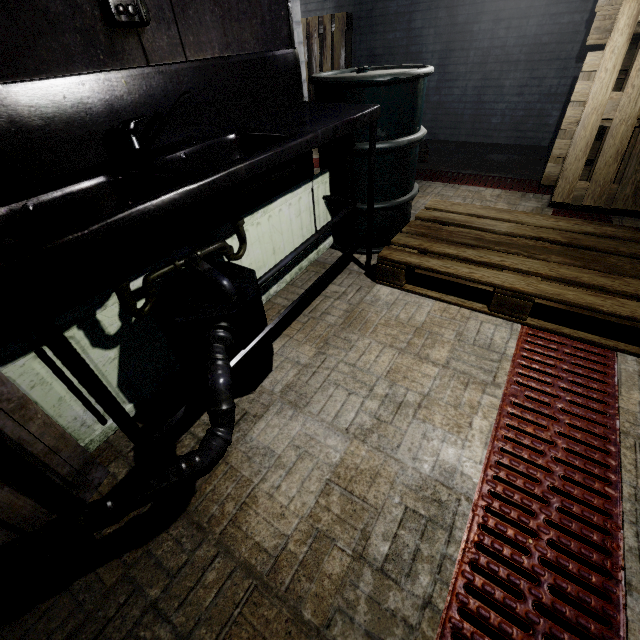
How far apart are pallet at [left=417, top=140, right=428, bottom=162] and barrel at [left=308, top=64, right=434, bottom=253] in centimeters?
155cm

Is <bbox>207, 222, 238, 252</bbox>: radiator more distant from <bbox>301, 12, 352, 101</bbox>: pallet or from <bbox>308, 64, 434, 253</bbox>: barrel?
<bbox>301, 12, 352, 101</bbox>: pallet

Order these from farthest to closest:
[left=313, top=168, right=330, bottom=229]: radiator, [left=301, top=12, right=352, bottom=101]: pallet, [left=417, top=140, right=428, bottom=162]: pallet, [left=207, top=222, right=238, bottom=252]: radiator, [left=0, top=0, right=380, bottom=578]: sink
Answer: [left=301, top=12, right=352, bottom=101]: pallet
[left=417, top=140, right=428, bottom=162]: pallet
[left=313, top=168, right=330, bottom=229]: radiator
[left=207, top=222, right=238, bottom=252]: radiator
[left=0, top=0, right=380, bottom=578]: sink

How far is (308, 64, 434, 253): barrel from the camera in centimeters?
171cm

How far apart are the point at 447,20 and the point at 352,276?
4.08m

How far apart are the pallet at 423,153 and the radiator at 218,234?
2.1m

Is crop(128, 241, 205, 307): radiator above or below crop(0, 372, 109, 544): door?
above
